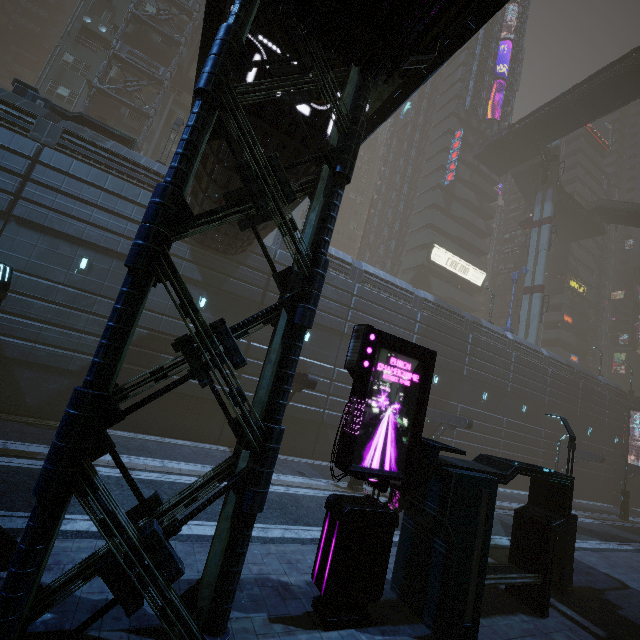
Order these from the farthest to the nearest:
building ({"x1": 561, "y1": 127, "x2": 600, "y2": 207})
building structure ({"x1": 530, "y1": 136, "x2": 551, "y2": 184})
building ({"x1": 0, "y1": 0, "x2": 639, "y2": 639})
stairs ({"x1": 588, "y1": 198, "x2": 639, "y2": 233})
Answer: building ({"x1": 561, "y1": 127, "x2": 600, "y2": 207}), stairs ({"x1": 588, "y1": 198, "x2": 639, "y2": 233}), building structure ({"x1": 530, "y1": 136, "x2": 551, "y2": 184}), building ({"x1": 0, "y1": 0, "x2": 639, "y2": 639})

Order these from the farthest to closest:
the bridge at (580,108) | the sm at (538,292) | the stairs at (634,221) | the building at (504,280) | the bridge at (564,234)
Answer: the building at (504,280)
the bridge at (564,234)
the stairs at (634,221)
the sm at (538,292)
the bridge at (580,108)

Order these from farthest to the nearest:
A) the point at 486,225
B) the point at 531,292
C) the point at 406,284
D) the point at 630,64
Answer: the point at 486,225, the point at 531,292, the point at 630,64, the point at 406,284

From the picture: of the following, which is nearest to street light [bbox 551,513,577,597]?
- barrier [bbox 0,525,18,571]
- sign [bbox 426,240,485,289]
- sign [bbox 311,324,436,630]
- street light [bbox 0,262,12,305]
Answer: sign [bbox 311,324,436,630]

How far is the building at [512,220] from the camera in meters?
57.3

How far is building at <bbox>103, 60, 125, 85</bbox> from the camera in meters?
27.6 m

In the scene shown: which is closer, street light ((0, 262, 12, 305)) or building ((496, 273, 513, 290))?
street light ((0, 262, 12, 305))

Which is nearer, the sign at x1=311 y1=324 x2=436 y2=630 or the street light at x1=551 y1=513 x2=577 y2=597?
the sign at x1=311 y1=324 x2=436 y2=630
